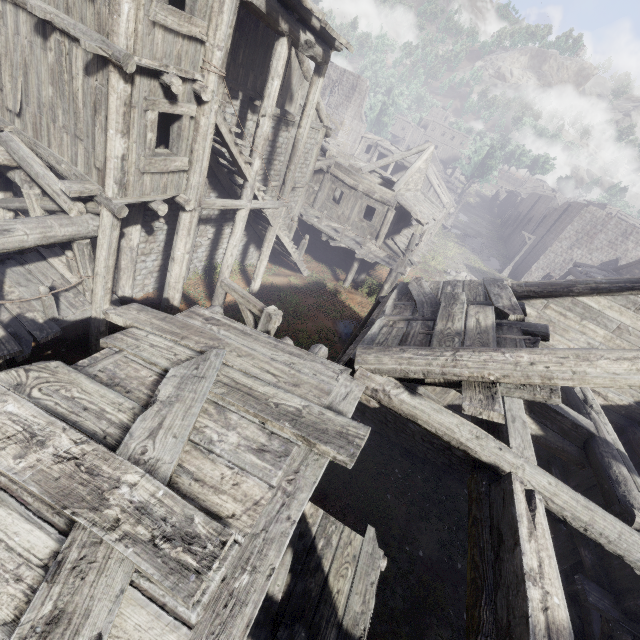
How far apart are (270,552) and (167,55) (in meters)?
9.02

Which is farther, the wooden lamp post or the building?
the wooden lamp post

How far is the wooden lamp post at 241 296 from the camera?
6.5m

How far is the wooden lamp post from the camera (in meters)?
6.46

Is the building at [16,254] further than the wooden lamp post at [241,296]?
No
